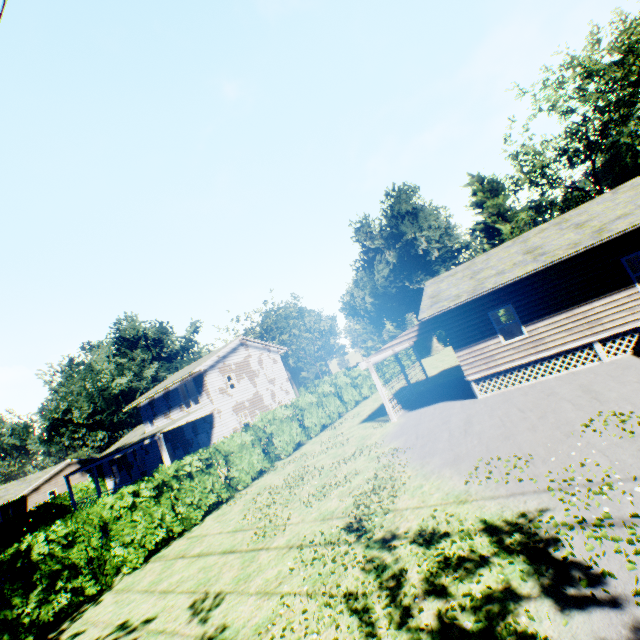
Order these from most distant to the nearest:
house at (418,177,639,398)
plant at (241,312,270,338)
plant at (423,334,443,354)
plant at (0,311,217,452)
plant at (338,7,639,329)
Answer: plant at (241,312,270,338)
plant at (423,334,443,354)
plant at (0,311,217,452)
plant at (338,7,639,329)
house at (418,177,639,398)

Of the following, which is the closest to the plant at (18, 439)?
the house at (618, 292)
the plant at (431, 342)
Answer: the plant at (431, 342)

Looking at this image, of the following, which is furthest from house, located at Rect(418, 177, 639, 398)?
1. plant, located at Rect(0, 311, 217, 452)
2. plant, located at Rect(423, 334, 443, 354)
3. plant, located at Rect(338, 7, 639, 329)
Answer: plant, located at Rect(0, 311, 217, 452)

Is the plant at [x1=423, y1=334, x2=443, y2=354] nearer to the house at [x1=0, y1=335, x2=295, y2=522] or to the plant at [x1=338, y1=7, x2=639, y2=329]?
the plant at [x1=338, y1=7, x2=639, y2=329]

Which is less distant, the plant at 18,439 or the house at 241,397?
the house at 241,397

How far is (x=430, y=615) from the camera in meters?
4.8 m

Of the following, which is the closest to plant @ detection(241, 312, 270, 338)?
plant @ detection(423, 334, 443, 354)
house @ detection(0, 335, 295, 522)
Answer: house @ detection(0, 335, 295, 522)

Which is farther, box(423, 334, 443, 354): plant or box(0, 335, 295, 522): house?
box(423, 334, 443, 354): plant
